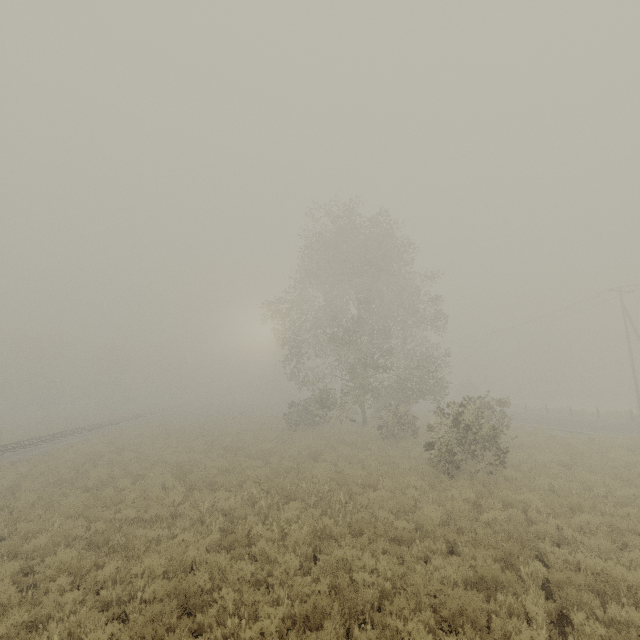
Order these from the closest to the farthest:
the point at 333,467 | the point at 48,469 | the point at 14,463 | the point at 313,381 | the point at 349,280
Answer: the point at 333,467, the point at 48,469, the point at 14,463, the point at 349,280, the point at 313,381
